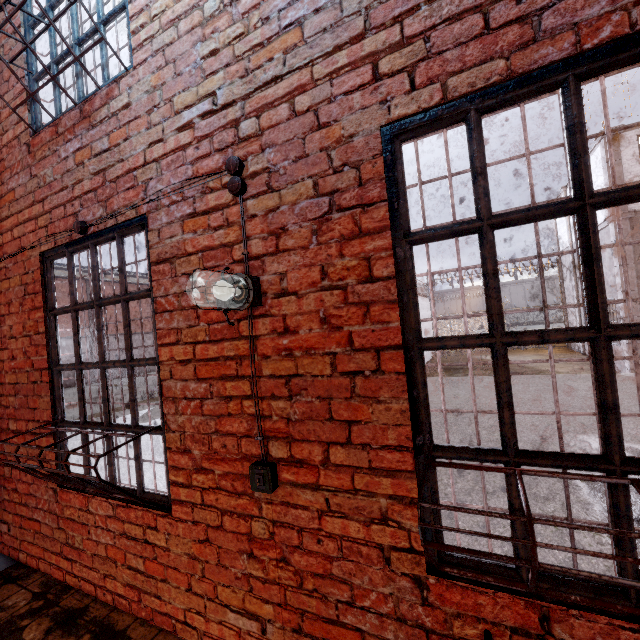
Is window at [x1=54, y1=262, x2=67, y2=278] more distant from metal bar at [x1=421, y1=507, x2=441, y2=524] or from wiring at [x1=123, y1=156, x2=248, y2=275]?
metal bar at [x1=421, y1=507, x2=441, y2=524]

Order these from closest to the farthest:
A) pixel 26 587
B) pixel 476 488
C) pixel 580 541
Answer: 1. pixel 26 587
2. pixel 580 541
3. pixel 476 488

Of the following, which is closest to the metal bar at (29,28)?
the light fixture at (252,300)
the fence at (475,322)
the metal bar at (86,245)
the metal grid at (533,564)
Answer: the metal bar at (86,245)

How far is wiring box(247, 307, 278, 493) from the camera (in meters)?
1.68

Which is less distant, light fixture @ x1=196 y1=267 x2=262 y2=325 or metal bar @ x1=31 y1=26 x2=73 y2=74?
light fixture @ x1=196 y1=267 x2=262 y2=325

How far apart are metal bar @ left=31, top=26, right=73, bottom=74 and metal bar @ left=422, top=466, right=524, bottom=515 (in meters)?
1.15

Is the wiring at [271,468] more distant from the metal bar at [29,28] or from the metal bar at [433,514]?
the metal bar at [29,28]

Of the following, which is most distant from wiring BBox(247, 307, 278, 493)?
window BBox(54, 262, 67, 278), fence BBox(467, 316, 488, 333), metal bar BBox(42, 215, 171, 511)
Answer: window BBox(54, 262, 67, 278)
